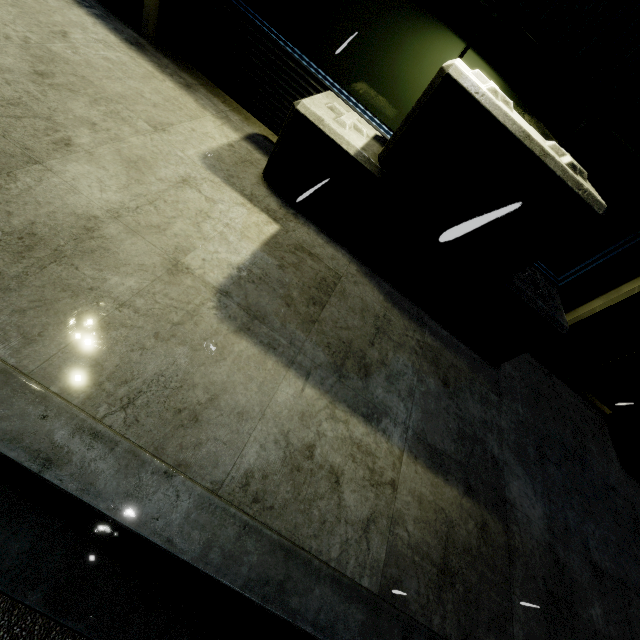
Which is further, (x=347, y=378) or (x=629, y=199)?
(x=629, y=199)

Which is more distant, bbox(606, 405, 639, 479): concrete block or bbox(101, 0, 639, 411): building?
bbox(606, 405, 639, 479): concrete block

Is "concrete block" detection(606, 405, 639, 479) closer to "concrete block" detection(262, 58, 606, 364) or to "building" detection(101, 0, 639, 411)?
"building" detection(101, 0, 639, 411)

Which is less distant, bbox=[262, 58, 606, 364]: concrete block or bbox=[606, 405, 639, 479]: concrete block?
bbox=[262, 58, 606, 364]: concrete block

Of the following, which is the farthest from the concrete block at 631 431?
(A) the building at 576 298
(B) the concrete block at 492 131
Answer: (B) the concrete block at 492 131

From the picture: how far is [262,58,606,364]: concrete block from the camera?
2.81m

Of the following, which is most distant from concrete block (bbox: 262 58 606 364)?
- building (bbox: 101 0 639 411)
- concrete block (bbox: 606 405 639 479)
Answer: concrete block (bbox: 606 405 639 479)

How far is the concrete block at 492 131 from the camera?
2.81m
